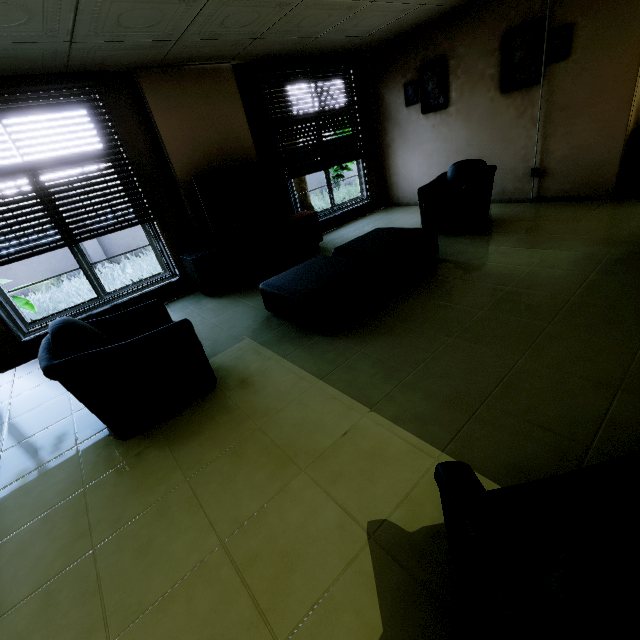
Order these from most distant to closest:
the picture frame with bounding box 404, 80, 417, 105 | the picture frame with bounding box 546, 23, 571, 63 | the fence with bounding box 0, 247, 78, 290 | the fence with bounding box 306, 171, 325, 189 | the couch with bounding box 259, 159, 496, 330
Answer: the fence with bounding box 306, 171, 325, 189, the fence with bounding box 0, 247, 78, 290, the picture frame with bounding box 404, 80, 417, 105, the picture frame with bounding box 546, 23, 571, 63, the couch with bounding box 259, 159, 496, 330

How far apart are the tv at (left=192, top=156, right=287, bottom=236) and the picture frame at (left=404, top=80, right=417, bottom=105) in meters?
3.0 m

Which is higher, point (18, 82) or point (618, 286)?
point (18, 82)

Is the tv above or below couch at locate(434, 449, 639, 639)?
above

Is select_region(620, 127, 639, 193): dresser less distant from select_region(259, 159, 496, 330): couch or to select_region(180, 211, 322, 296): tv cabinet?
select_region(259, 159, 496, 330): couch

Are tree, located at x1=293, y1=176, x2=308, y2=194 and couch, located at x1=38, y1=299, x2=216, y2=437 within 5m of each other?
no

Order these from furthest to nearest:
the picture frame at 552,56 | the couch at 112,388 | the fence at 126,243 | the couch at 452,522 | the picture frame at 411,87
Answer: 1. the fence at 126,243
2. the picture frame at 411,87
3. the picture frame at 552,56
4. the couch at 112,388
5. the couch at 452,522

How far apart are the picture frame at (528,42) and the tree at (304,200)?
5.5m
